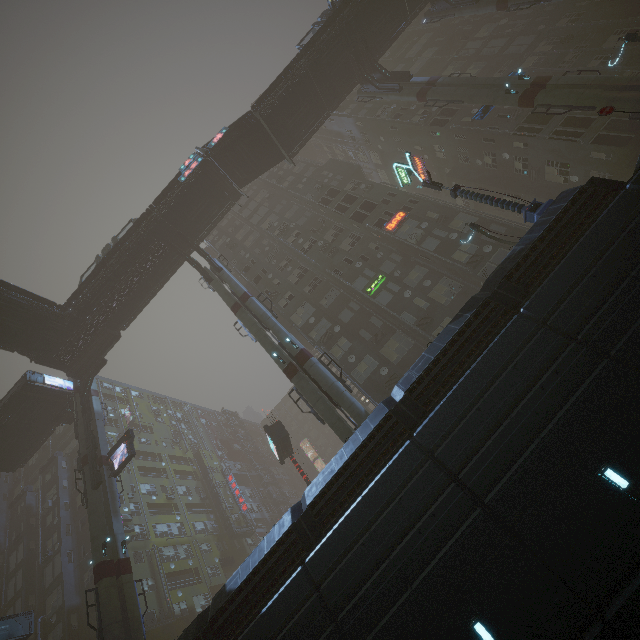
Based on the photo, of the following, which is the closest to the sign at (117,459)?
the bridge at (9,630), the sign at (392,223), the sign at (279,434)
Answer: the bridge at (9,630)

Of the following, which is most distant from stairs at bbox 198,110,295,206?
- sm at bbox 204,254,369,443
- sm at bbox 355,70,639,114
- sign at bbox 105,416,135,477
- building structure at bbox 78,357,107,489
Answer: sign at bbox 105,416,135,477

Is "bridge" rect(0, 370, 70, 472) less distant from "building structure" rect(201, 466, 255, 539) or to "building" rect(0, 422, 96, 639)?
"building" rect(0, 422, 96, 639)

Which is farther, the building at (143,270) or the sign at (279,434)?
the building at (143,270)

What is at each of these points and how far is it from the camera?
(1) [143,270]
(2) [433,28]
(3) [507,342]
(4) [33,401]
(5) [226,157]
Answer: (1) building, 30.6m
(2) building, 43.8m
(3) building, 11.3m
(4) bridge, 31.4m
(5) stairs, 30.4m

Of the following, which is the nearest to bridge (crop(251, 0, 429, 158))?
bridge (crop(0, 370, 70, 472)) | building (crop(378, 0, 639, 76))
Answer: building (crop(378, 0, 639, 76))

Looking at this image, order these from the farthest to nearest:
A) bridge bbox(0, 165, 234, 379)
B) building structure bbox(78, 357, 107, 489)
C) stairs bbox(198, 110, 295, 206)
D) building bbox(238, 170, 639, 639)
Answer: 1. stairs bbox(198, 110, 295, 206)
2. bridge bbox(0, 165, 234, 379)
3. building structure bbox(78, 357, 107, 489)
4. building bbox(238, 170, 639, 639)

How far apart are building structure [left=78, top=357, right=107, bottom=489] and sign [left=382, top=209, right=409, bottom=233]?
30.3 meters
